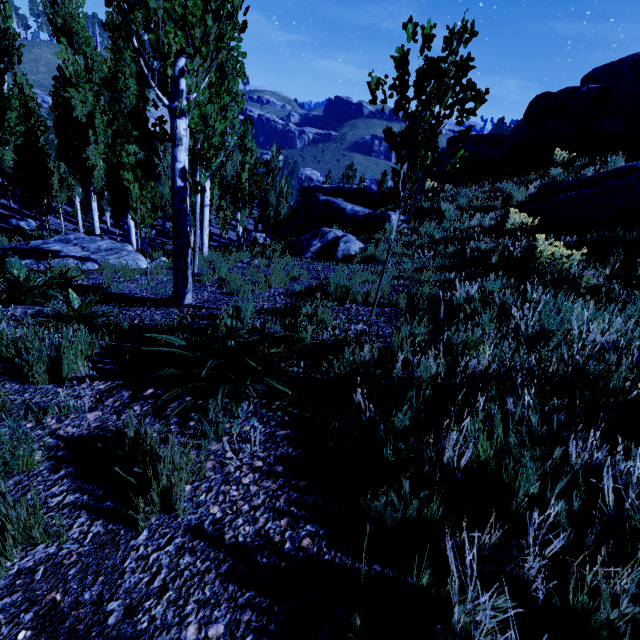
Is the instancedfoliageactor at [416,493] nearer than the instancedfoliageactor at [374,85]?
Yes

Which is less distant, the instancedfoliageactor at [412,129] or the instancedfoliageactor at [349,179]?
the instancedfoliageactor at [412,129]

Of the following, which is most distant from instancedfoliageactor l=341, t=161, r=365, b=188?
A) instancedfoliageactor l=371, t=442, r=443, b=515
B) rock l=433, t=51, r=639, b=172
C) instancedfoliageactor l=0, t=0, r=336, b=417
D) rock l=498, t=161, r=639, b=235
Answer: instancedfoliageactor l=371, t=442, r=443, b=515

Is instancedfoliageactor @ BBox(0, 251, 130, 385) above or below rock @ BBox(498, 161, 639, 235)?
below

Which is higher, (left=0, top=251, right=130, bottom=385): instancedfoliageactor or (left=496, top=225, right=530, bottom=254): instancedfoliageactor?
(left=496, top=225, right=530, bottom=254): instancedfoliageactor

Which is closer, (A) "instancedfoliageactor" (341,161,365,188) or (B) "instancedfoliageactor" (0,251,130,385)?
(B) "instancedfoliageactor" (0,251,130,385)

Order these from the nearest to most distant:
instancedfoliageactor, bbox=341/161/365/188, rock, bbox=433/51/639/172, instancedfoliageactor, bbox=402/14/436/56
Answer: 1. instancedfoliageactor, bbox=402/14/436/56
2. rock, bbox=433/51/639/172
3. instancedfoliageactor, bbox=341/161/365/188

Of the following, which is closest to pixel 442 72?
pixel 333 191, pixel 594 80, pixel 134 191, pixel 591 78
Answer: pixel 134 191
